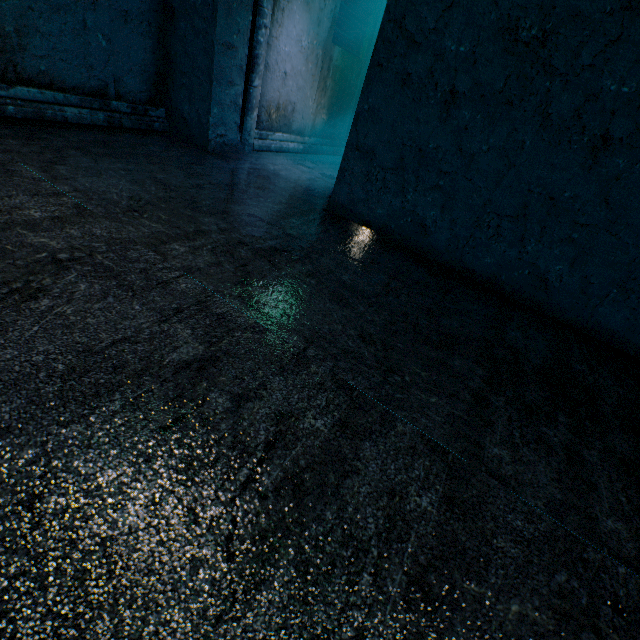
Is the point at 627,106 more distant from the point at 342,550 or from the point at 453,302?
the point at 342,550
